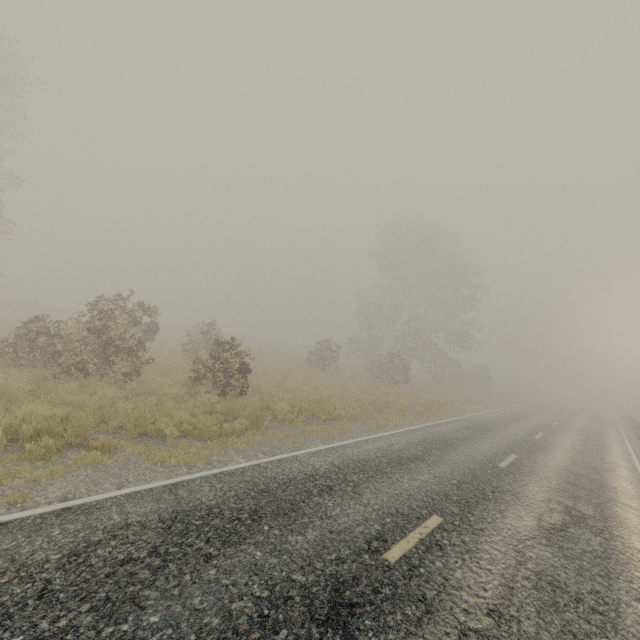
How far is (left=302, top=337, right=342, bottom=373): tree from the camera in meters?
27.8 m

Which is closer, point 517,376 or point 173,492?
point 173,492

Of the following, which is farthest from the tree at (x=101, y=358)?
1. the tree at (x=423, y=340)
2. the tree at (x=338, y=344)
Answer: the tree at (x=423, y=340)

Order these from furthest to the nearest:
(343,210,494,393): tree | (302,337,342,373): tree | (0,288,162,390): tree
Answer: (343,210,494,393): tree
(302,337,342,373): tree
(0,288,162,390): tree

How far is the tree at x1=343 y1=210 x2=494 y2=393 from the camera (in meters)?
33.00

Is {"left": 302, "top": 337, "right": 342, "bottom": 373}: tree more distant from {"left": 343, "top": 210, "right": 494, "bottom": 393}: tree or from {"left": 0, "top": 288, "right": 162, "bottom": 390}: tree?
{"left": 0, "top": 288, "right": 162, "bottom": 390}: tree

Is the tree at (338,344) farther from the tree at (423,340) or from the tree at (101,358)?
the tree at (101,358)
